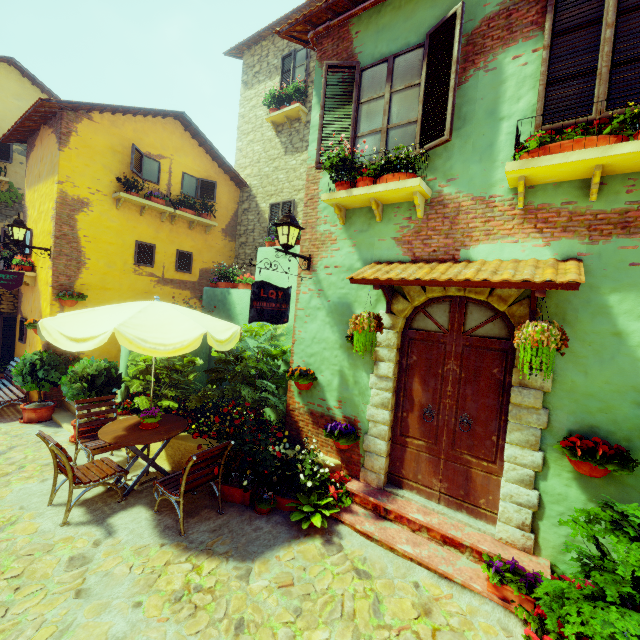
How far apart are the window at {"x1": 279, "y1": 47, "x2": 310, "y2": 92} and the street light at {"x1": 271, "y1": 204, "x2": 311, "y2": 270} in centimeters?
725cm

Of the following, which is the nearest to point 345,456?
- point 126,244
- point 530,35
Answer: point 530,35

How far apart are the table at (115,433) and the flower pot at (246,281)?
3.6 meters

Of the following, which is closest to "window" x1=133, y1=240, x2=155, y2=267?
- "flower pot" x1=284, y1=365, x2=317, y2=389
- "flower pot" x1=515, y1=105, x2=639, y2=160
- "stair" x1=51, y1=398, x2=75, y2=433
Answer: "flower pot" x1=515, y1=105, x2=639, y2=160

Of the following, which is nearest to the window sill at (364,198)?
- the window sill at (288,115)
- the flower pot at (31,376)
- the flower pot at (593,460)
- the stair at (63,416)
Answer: the flower pot at (593,460)

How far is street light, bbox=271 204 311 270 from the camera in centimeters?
491cm

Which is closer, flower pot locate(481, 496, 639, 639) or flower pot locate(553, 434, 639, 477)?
flower pot locate(481, 496, 639, 639)

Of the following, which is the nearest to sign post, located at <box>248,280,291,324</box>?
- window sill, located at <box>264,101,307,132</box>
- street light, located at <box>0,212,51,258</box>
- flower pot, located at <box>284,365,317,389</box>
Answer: flower pot, located at <box>284,365,317,389</box>
